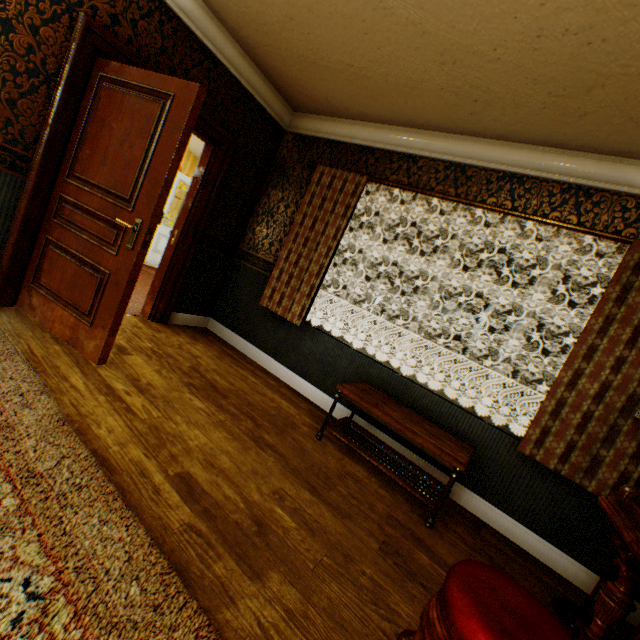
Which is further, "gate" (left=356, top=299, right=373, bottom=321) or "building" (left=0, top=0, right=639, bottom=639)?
"gate" (left=356, top=299, right=373, bottom=321)

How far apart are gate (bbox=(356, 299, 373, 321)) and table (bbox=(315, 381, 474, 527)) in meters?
15.2

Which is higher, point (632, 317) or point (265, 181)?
point (265, 181)

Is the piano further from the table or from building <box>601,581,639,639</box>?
the table

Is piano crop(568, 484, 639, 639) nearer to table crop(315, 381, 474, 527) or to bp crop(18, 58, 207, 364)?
table crop(315, 381, 474, 527)

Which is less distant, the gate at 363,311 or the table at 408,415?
the table at 408,415

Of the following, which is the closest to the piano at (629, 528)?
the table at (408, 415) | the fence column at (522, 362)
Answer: the table at (408, 415)

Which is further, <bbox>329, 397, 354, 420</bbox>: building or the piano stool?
<bbox>329, 397, 354, 420</bbox>: building
